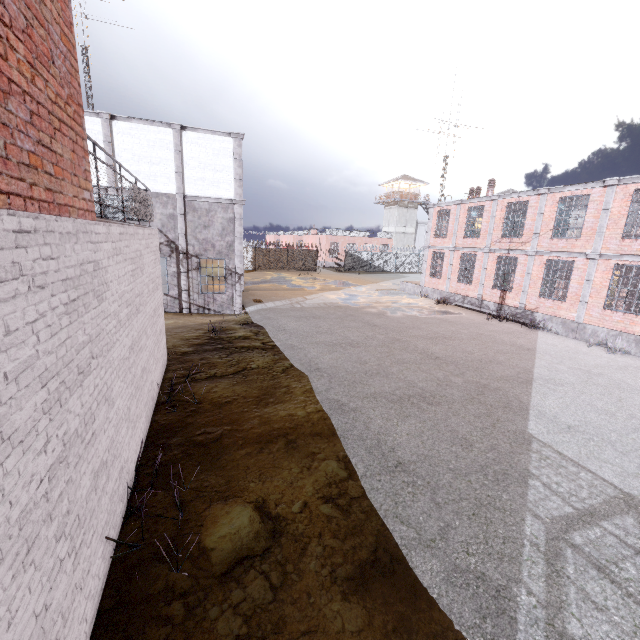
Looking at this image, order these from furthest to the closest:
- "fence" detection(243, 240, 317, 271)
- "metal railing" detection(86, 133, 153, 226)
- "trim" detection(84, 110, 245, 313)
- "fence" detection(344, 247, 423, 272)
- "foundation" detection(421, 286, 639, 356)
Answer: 1. "fence" detection(344, 247, 423, 272)
2. "fence" detection(243, 240, 317, 271)
3. "trim" detection(84, 110, 245, 313)
4. "foundation" detection(421, 286, 639, 356)
5. "metal railing" detection(86, 133, 153, 226)

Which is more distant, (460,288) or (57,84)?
(460,288)

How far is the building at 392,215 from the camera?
52.75m

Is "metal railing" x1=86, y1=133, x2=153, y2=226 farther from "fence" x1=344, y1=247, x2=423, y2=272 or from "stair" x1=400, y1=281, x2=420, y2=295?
"stair" x1=400, y1=281, x2=420, y2=295

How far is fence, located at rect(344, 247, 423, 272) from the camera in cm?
4399

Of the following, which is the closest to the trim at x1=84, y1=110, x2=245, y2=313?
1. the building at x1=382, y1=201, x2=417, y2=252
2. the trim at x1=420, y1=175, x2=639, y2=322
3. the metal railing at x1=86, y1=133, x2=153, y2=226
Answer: the metal railing at x1=86, y1=133, x2=153, y2=226

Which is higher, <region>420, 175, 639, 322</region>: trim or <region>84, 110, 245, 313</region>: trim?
<region>420, 175, 639, 322</region>: trim

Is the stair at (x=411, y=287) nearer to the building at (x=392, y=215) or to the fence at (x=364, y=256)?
the fence at (x=364, y=256)
